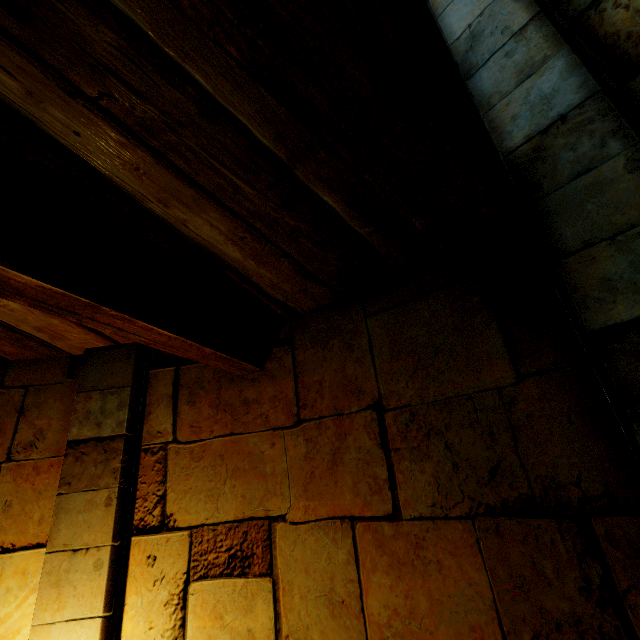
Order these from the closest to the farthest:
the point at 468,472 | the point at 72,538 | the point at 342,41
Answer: the point at 342,41, the point at 468,472, the point at 72,538
